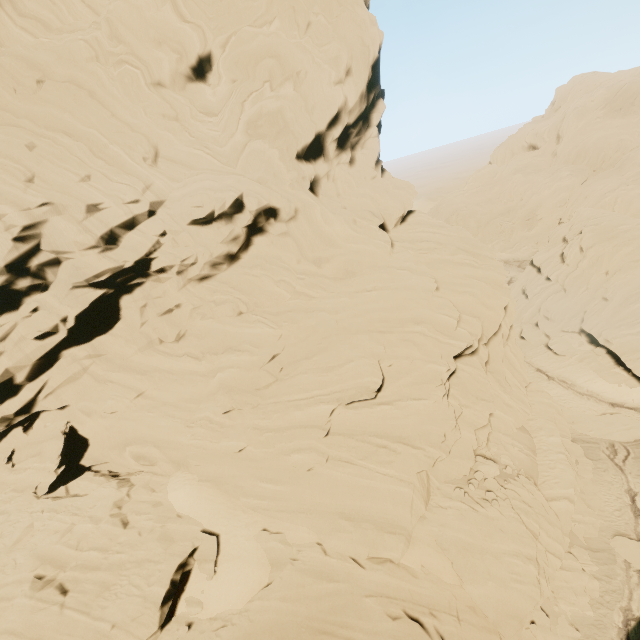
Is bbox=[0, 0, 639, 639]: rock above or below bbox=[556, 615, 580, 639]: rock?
above

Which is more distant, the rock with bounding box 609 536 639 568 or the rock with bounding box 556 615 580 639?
the rock with bounding box 609 536 639 568

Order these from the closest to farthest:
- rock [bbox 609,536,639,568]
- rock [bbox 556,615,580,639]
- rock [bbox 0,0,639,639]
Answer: rock [bbox 0,0,639,639], rock [bbox 556,615,580,639], rock [bbox 609,536,639,568]

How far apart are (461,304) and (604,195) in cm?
5855

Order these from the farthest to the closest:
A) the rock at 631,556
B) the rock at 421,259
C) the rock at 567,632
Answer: the rock at 631,556 → the rock at 567,632 → the rock at 421,259

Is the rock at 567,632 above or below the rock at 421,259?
below
